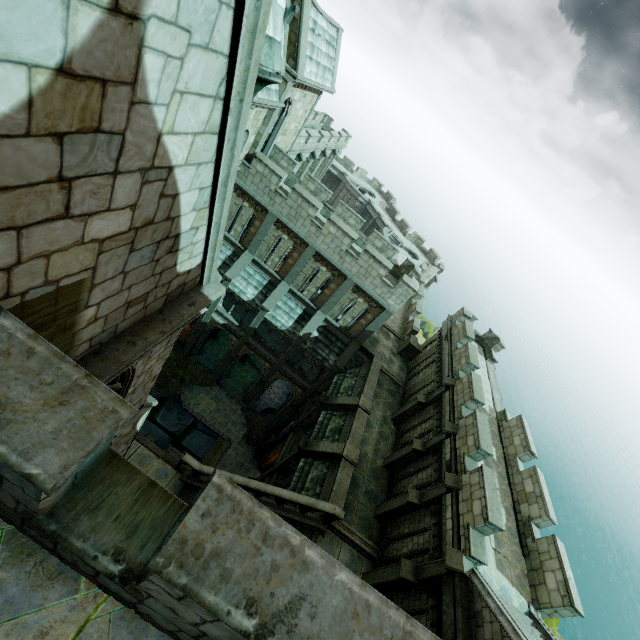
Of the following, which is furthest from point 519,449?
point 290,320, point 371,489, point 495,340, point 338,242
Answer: point 290,320

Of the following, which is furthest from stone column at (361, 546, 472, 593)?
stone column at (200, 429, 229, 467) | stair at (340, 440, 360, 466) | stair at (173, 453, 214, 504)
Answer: stone column at (200, 429, 229, 467)

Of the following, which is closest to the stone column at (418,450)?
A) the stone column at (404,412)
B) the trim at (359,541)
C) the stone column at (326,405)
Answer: the stone column at (404,412)

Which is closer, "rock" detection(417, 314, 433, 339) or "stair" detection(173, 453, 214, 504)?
"stair" detection(173, 453, 214, 504)

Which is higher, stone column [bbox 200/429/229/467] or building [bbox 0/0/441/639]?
building [bbox 0/0/441/639]

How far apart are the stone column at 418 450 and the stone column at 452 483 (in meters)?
2.14

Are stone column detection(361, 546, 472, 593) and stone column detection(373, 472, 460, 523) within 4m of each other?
yes

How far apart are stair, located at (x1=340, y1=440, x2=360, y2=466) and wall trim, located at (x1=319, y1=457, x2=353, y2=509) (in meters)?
0.01
